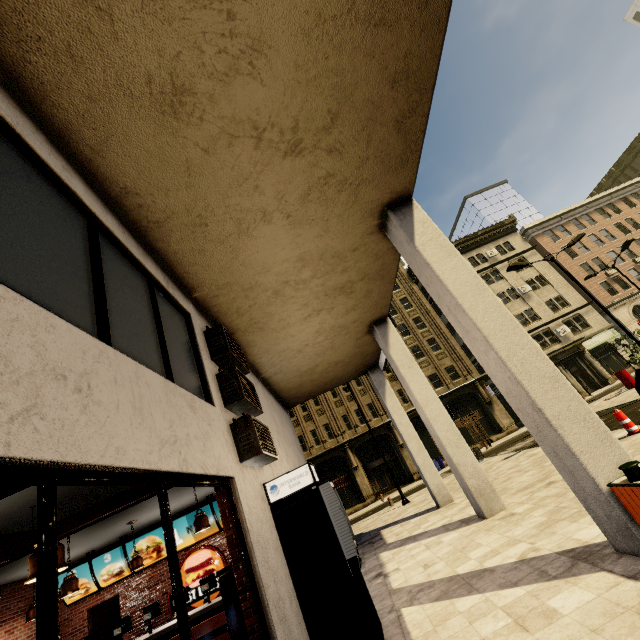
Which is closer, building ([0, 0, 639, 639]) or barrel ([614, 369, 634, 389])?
building ([0, 0, 639, 639])

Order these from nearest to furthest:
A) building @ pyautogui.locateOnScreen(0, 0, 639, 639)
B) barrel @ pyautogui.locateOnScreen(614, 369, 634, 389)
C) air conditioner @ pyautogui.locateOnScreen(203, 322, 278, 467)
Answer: building @ pyautogui.locateOnScreen(0, 0, 639, 639) → air conditioner @ pyautogui.locateOnScreen(203, 322, 278, 467) → barrel @ pyautogui.locateOnScreen(614, 369, 634, 389)

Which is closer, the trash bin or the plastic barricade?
the trash bin

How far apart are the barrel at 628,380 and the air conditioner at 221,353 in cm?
2393

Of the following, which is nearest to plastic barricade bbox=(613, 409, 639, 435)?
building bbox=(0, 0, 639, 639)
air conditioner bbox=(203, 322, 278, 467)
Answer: building bbox=(0, 0, 639, 639)

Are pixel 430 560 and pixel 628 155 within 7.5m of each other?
no

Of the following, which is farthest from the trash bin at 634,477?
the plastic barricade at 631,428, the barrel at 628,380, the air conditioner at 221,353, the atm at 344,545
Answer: the barrel at 628,380

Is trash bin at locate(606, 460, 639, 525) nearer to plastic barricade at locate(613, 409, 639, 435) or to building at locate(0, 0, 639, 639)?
building at locate(0, 0, 639, 639)
